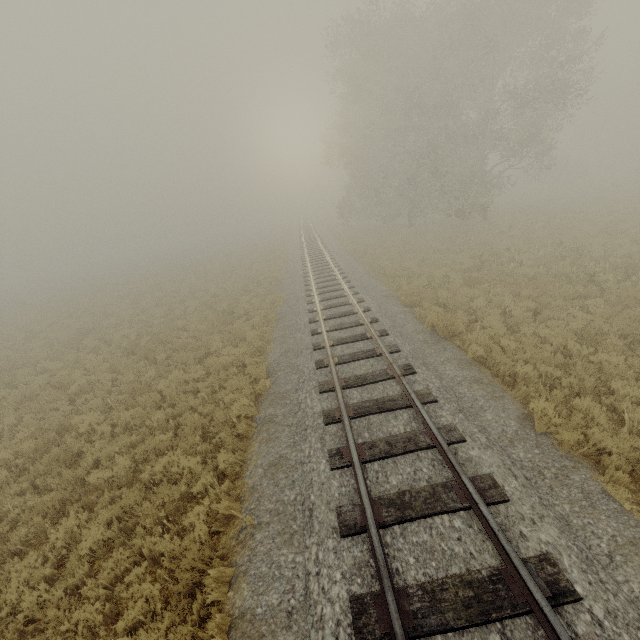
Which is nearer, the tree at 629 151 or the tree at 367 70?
the tree at 367 70

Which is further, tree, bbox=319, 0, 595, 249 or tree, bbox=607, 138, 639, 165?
tree, bbox=607, 138, 639, 165

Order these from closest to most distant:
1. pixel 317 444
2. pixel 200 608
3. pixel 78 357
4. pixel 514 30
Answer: pixel 200 608
pixel 317 444
pixel 78 357
pixel 514 30
